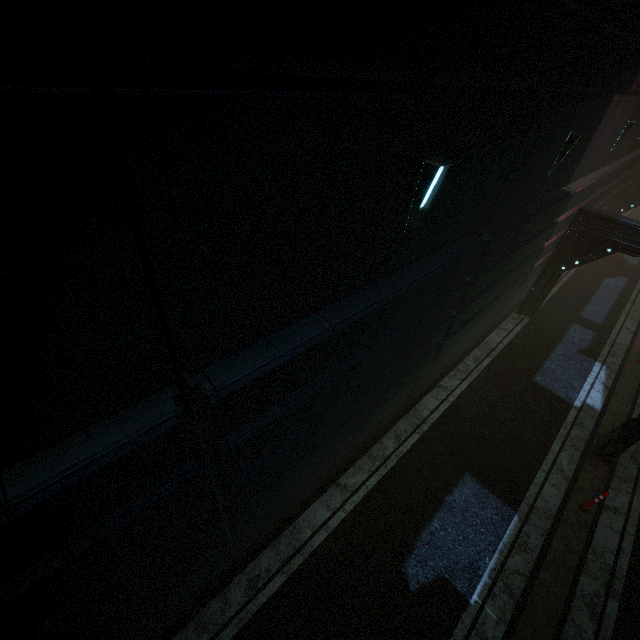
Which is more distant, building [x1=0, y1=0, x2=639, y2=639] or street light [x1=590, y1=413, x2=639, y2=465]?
street light [x1=590, y1=413, x2=639, y2=465]

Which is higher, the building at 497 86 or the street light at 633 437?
the building at 497 86

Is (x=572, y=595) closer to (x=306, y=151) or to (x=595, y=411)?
(x=595, y=411)

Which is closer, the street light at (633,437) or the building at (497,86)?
the building at (497,86)

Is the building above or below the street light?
above
